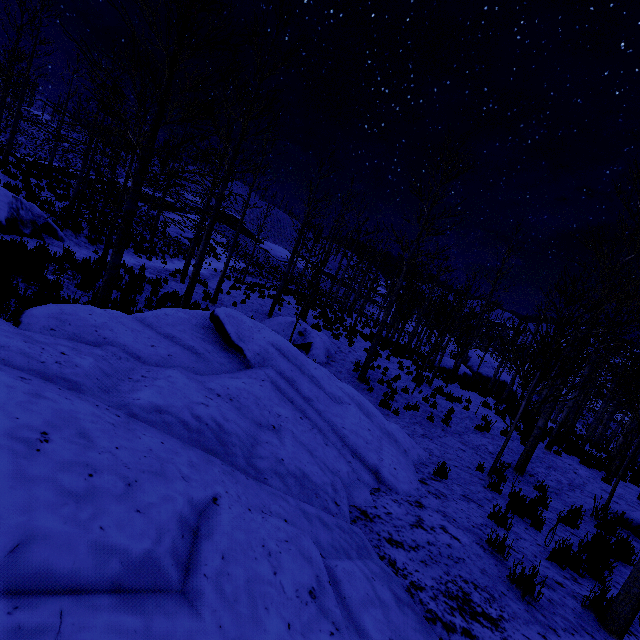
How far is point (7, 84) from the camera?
17.9m

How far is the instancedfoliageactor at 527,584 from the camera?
3.2 meters

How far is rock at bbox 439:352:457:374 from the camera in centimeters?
2514cm

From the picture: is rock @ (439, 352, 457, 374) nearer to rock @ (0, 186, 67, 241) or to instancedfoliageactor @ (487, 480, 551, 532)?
instancedfoliageactor @ (487, 480, 551, 532)

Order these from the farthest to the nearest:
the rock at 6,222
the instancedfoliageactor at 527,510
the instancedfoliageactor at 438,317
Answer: the rock at 6,222
the instancedfoliageactor at 438,317
the instancedfoliageactor at 527,510

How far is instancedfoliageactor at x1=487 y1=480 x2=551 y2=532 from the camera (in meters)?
4.95
